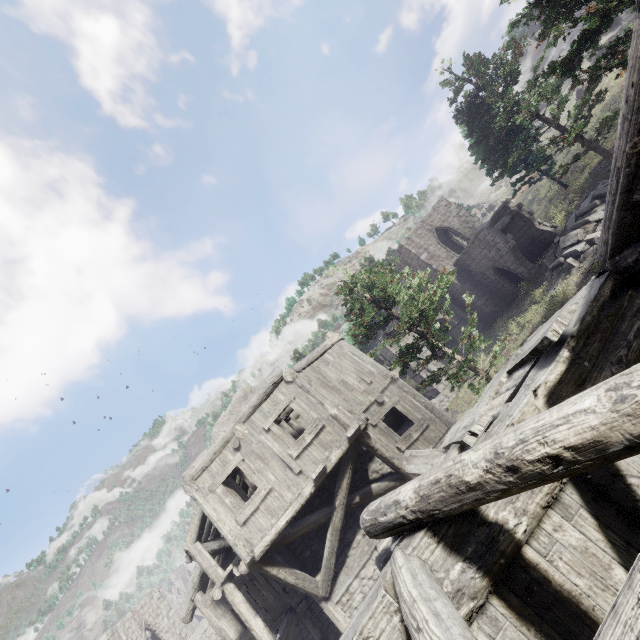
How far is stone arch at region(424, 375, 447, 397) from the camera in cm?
2550

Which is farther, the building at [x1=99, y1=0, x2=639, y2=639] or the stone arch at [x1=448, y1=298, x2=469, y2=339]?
the stone arch at [x1=448, y1=298, x2=469, y2=339]

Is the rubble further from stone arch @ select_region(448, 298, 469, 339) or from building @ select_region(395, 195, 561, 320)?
stone arch @ select_region(448, 298, 469, 339)

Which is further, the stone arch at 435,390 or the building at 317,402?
the stone arch at 435,390

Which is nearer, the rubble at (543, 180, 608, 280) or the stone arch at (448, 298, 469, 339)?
the rubble at (543, 180, 608, 280)

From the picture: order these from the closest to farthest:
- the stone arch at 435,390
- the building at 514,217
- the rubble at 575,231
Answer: the rubble at 575,231, the building at 514,217, the stone arch at 435,390

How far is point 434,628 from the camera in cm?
216
